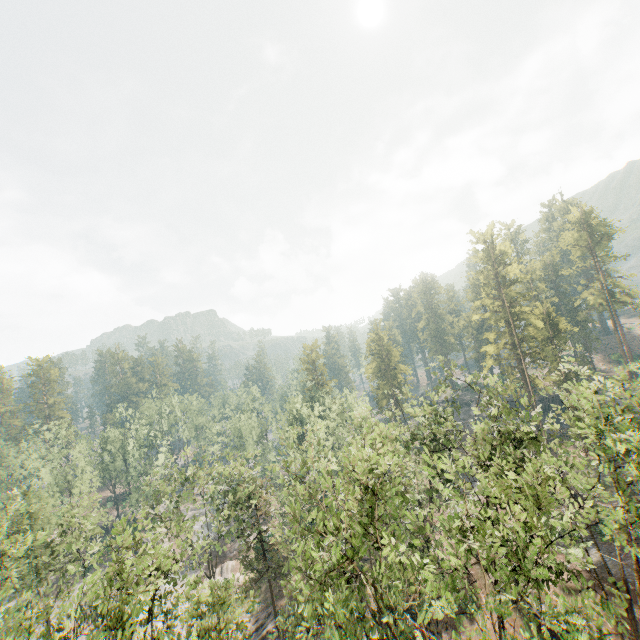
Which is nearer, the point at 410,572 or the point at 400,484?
the point at 410,572
